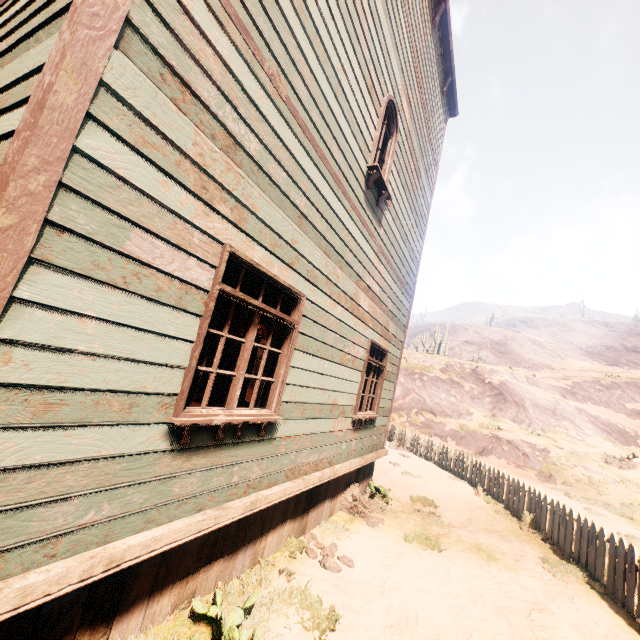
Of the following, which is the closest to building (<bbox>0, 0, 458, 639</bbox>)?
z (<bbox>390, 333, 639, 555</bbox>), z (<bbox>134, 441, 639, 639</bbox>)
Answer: z (<bbox>134, 441, 639, 639</bbox>)

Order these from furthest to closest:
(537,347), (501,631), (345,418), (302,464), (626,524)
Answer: (537,347), (626,524), (345,418), (302,464), (501,631)

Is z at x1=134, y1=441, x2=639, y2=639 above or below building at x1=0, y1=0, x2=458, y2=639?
below

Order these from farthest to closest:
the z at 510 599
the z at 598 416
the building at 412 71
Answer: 1. the z at 598 416
2. the z at 510 599
3. the building at 412 71

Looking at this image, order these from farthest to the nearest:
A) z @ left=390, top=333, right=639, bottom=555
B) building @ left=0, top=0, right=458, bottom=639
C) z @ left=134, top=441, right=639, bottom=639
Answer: z @ left=390, top=333, right=639, bottom=555 → z @ left=134, top=441, right=639, bottom=639 → building @ left=0, top=0, right=458, bottom=639

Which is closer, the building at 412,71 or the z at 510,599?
the building at 412,71

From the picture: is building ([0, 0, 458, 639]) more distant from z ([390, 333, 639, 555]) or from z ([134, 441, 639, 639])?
z ([390, 333, 639, 555])
